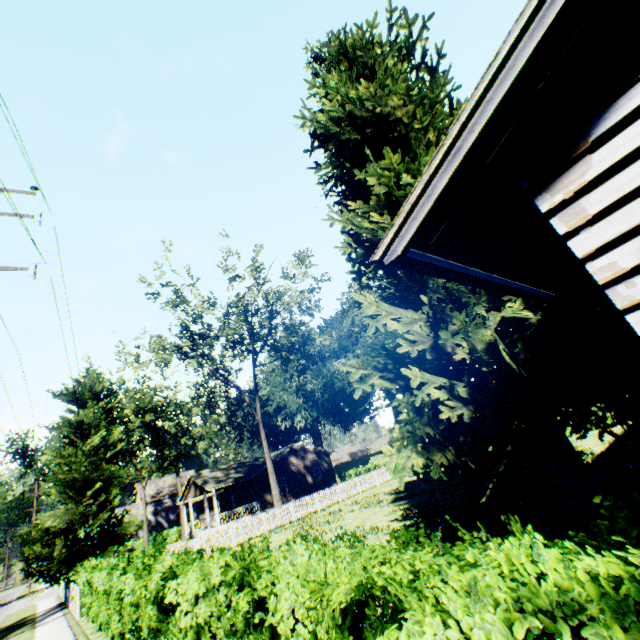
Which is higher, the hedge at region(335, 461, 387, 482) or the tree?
the tree

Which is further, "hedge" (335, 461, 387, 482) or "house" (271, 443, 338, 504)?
"hedge" (335, 461, 387, 482)

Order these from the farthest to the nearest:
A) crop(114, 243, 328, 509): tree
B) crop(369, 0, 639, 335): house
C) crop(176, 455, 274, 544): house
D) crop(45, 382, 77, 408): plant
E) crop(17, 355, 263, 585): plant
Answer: crop(176, 455, 274, 544): house
crop(114, 243, 328, 509): tree
crop(45, 382, 77, 408): plant
crop(17, 355, 263, 585): plant
crop(369, 0, 639, 335): house

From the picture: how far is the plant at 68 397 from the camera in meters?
25.0 m

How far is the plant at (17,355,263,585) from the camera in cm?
2094

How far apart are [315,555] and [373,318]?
9.48m

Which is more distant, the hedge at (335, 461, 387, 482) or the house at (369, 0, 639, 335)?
the hedge at (335, 461, 387, 482)

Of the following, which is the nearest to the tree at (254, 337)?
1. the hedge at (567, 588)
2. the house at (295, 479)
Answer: the house at (295, 479)
